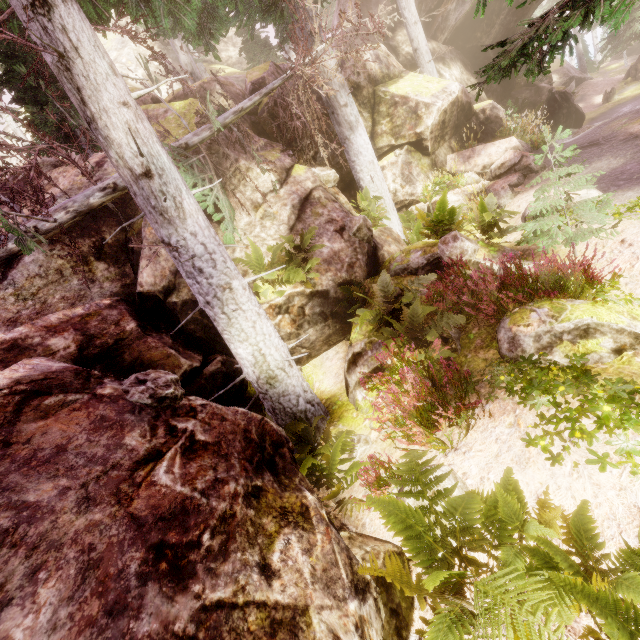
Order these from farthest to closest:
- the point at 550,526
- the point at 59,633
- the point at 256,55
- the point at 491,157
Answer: the point at 256,55 → the point at 491,157 → the point at 550,526 → the point at 59,633

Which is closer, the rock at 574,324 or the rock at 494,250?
the rock at 574,324

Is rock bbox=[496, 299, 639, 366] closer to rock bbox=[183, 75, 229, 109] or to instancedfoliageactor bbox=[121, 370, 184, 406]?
instancedfoliageactor bbox=[121, 370, 184, 406]

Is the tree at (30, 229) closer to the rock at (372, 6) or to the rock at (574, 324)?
the rock at (372, 6)

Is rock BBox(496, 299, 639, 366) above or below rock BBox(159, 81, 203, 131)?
below

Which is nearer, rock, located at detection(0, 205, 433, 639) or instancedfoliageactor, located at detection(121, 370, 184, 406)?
rock, located at detection(0, 205, 433, 639)
